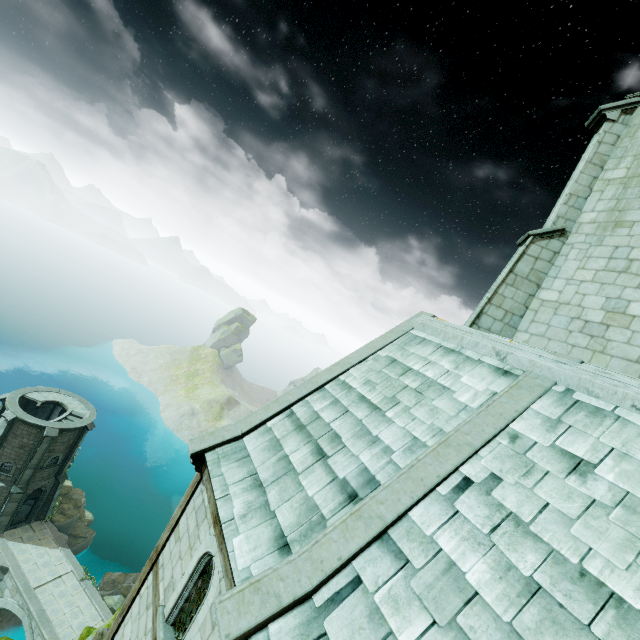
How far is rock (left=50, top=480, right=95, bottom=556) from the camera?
30.7m

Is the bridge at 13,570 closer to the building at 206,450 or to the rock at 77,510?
the rock at 77,510

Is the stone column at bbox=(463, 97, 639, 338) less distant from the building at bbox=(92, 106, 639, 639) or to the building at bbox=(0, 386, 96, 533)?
the building at bbox=(92, 106, 639, 639)

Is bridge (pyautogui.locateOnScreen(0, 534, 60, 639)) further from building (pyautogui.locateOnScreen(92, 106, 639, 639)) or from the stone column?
the stone column

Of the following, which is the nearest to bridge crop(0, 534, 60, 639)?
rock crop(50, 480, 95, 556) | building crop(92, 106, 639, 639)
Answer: rock crop(50, 480, 95, 556)

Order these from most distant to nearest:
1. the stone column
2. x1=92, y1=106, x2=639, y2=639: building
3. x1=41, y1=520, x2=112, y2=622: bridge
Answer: x1=41, y1=520, x2=112, y2=622: bridge
the stone column
x1=92, y1=106, x2=639, y2=639: building

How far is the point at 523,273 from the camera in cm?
940

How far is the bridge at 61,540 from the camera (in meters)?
25.50
